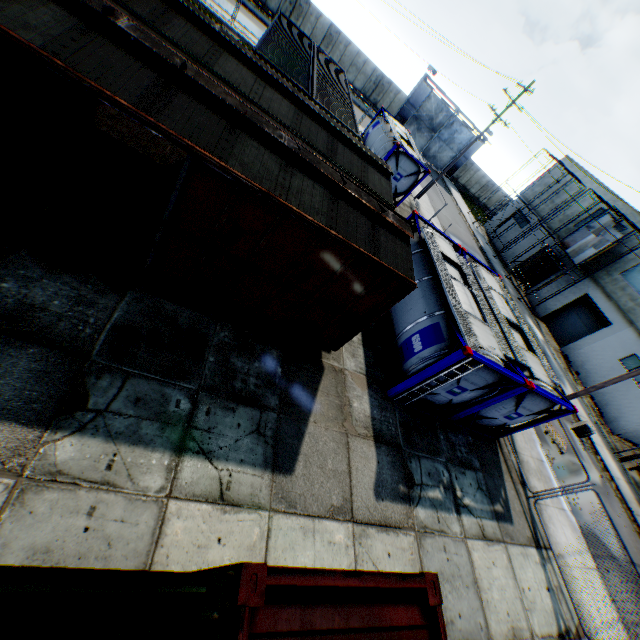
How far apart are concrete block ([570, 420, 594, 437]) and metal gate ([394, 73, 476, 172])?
35.4 meters

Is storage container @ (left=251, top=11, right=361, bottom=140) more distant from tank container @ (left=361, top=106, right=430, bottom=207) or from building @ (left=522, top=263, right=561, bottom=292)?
building @ (left=522, top=263, right=561, bottom=292)

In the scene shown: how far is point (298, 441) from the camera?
7.3m

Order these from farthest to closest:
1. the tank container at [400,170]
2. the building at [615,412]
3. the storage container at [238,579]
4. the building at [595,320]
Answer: the building at [595,320], the building at [615,412], the tank container at [400,170], the storage container at [238,579]

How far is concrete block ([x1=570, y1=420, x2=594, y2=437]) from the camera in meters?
18.2

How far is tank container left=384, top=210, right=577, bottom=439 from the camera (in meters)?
9.11

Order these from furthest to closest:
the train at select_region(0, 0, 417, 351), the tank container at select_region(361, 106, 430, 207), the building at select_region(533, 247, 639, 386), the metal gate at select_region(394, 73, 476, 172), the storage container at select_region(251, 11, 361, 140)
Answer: the metal gate at select_region(394, 73, 476, 172), the building at select_region(533, 247, 639, 386), the tank container at select_region(361, 106, 430, 207), the storage container at select_region(251, 11, 361, 140), the train at select_region(0, 0, 417, 351)

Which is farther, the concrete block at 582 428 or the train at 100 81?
the concrete block at 582 428
